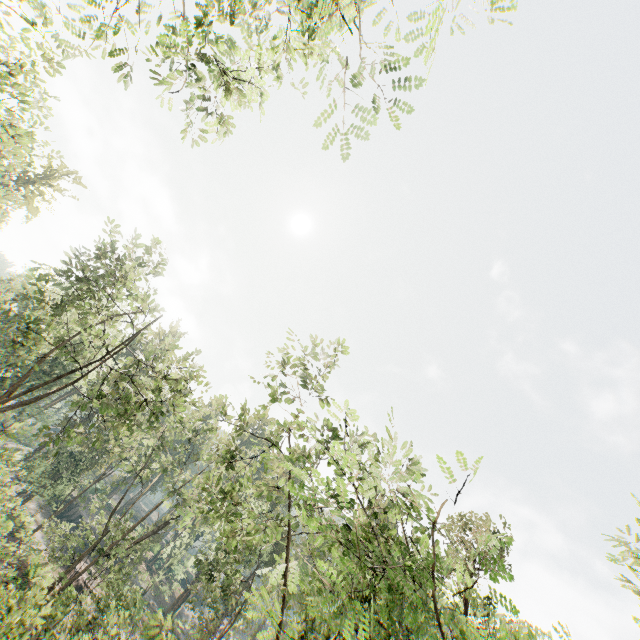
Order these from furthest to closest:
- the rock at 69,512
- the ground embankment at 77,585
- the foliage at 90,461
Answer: the rock at 69,512 < the ground embankment at 77,585 < the foliage at 90,461

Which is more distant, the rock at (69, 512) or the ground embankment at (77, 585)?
the rock at (69, 512)

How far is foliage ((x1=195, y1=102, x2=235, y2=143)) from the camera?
7.9m

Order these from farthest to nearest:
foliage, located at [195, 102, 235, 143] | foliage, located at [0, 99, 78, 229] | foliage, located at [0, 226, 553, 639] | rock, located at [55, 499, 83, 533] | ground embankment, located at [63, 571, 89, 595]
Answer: rock, located at [55, 499, 83, 533], ground embankment, located at [63, 571, 89, 595], foliage, located at [0, 99, 78, 229], foliage, located at [195, 102, 235, 143], foliage, located at [0, 226, 553, 639]

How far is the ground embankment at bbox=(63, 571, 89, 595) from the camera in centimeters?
2872cm

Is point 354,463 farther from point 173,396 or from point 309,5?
point 173,396

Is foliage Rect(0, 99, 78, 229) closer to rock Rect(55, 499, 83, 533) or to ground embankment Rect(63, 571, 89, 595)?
ground embankment Rect(63, 571, 89, 595)
